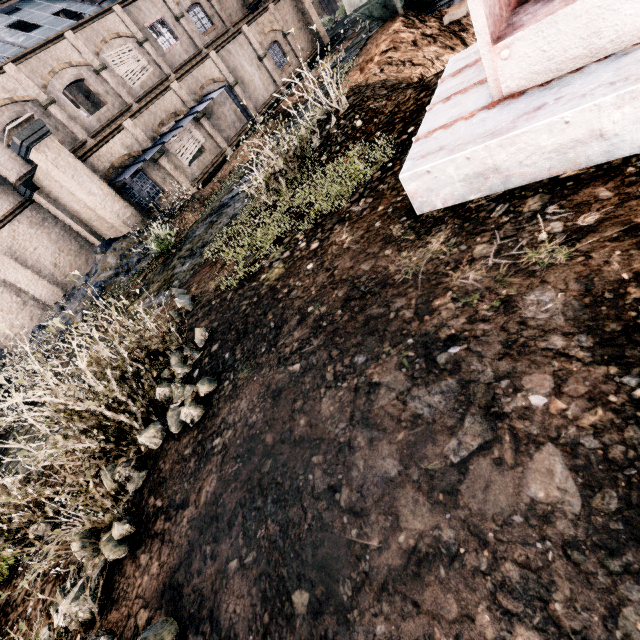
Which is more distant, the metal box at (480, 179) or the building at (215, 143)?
the building at (215, 143)

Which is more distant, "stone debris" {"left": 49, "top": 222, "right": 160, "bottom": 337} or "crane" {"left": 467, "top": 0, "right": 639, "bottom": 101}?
"stone debris" {"left": 49, "top": 222, "right": 160, "bottom": 337}

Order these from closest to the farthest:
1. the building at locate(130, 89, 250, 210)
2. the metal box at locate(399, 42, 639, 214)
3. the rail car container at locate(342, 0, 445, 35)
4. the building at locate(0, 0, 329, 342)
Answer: the metal box at locate(399, 42, 639, 214), the rail car container at locate(342, 0, 445, 35), the building at locate(0, 0, 329, 342), the building at locate(130, 89, 250, 210)

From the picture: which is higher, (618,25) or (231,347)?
(618,25)

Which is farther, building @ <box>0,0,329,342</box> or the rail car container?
building @ <box>0,0,329,342</box>

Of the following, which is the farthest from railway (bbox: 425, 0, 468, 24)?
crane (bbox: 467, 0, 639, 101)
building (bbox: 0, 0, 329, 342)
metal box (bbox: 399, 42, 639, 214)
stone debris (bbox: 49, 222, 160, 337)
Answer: building (bbox: 0, 0, 329, 342)

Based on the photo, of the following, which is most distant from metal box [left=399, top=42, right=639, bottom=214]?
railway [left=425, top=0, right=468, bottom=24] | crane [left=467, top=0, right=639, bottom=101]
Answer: railway [left=425, top=0, right=468, bottom=24]

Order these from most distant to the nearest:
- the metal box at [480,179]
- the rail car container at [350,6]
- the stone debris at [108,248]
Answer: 1. the stone debris at [108,248]
2. the rail car container at [350,6]
3. the metal box at [480,179]
